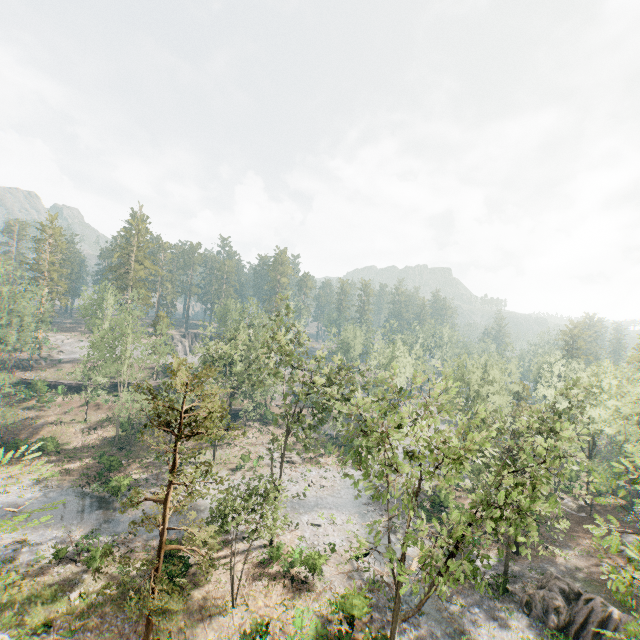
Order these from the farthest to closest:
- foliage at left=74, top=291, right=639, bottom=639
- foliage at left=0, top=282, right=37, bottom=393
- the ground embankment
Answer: the ground embankment, foliage at left=0, top=282, right=37, bottom=393, foliage at left=74, top=291, right=639, bottom=639

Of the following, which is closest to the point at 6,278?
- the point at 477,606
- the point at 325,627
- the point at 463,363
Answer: the point at 325,627

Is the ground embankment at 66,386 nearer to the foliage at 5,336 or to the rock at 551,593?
the foliage at 5,336

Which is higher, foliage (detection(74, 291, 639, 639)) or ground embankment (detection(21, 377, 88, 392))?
foliage (detection(74, 291, 639, 639))

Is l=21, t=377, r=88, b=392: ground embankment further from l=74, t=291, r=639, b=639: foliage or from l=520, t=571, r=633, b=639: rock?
l=520, t=571, r=633, b=639: rock

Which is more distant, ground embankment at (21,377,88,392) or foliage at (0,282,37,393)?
ground embankment at (21,377,88,392)

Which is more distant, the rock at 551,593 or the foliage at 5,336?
the foliage at 5,336
